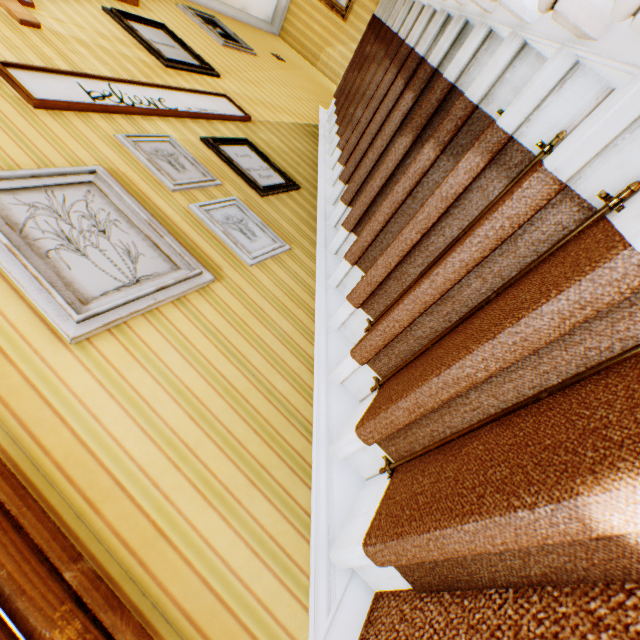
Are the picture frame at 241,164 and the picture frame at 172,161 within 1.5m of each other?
yes

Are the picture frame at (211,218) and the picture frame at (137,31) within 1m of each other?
no

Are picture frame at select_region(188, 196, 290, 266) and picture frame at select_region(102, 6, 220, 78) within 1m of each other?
no

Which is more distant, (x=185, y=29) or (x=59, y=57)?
(x=185, y=29)

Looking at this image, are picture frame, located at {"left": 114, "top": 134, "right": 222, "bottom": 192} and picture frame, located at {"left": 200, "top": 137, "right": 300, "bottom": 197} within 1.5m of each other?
yes

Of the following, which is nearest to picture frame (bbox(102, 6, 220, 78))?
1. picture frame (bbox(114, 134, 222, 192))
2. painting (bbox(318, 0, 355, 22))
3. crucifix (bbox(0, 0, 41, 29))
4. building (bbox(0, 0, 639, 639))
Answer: building (bbox(0, 0, 639, 639))

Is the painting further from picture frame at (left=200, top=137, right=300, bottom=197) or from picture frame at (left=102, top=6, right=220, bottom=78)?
picture frame at (left=200, top=137, right=300, bottom=197)

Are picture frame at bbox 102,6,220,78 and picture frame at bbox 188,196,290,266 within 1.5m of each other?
no
